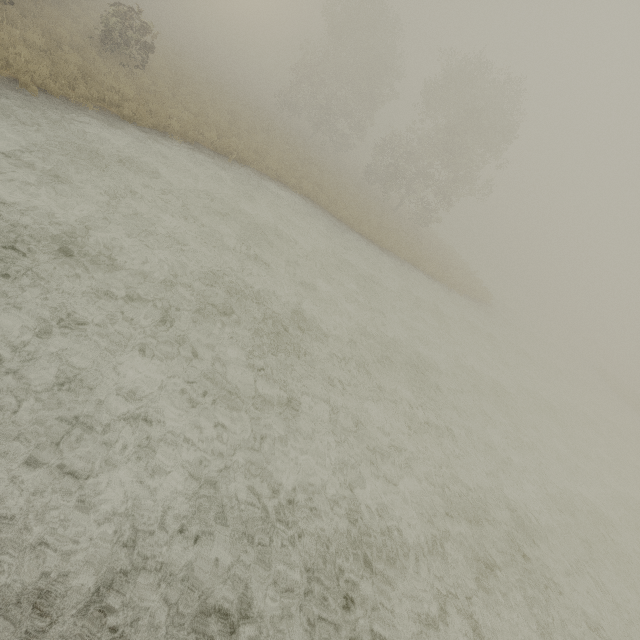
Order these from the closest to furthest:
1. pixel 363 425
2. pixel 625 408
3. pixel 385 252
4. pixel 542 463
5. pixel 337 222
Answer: pixel 363 425 → pixel 542 463 → pixel 337 222 → pixel 385 252 → pixel 625 408
